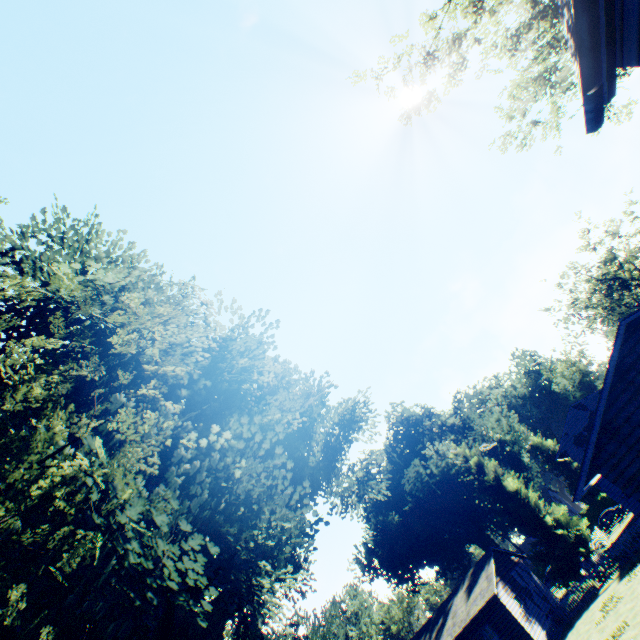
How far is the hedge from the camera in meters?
53.2

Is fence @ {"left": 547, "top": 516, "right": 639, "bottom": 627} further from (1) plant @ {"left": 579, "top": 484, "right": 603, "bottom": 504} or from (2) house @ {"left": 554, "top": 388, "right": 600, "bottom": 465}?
(1) plant @ {"left": 579, "top": 484, "right": 603, "bottom": 504}

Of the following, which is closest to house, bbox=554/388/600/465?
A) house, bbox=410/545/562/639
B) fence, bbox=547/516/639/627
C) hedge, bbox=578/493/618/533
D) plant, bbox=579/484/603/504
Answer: fence, bbox=547/516/639/627

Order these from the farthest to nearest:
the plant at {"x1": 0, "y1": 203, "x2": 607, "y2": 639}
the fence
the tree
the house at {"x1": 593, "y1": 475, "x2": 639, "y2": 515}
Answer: the house at {"x1": 593, "y1": 475, "x2": 639, "y2": 515}
the fence
the tree
the plant at {"x1": 0, "y1": 203, "x2": 607, "y2": 639}

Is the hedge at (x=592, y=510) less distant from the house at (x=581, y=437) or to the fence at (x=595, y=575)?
the house at (x=581, y=437)

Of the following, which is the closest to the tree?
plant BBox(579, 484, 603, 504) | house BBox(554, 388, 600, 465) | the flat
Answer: the flat

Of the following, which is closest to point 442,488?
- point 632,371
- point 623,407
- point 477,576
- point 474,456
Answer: point 474,456

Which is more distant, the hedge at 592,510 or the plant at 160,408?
the hedge at 592,510
